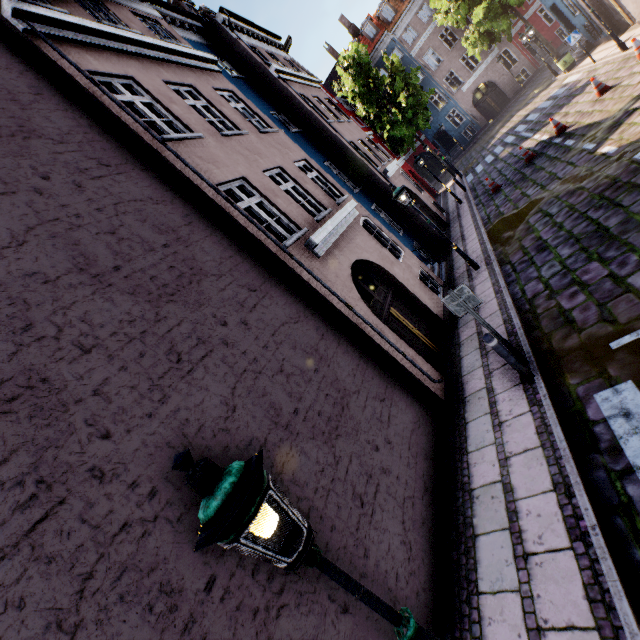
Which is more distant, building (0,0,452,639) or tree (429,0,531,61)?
tree (429,0,531,61)

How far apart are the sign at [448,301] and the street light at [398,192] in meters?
5.3

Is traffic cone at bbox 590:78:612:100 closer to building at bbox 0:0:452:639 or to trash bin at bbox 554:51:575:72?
building at bbox 0:0:452:639

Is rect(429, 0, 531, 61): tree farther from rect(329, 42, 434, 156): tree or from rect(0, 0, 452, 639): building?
rect(0, 0, 452, 639): building

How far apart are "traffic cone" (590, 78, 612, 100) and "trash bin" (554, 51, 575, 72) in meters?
9.8 m

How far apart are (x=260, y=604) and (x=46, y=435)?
2.4 meters

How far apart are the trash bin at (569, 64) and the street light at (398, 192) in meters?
19.0

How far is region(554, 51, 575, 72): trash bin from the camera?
19.17m
